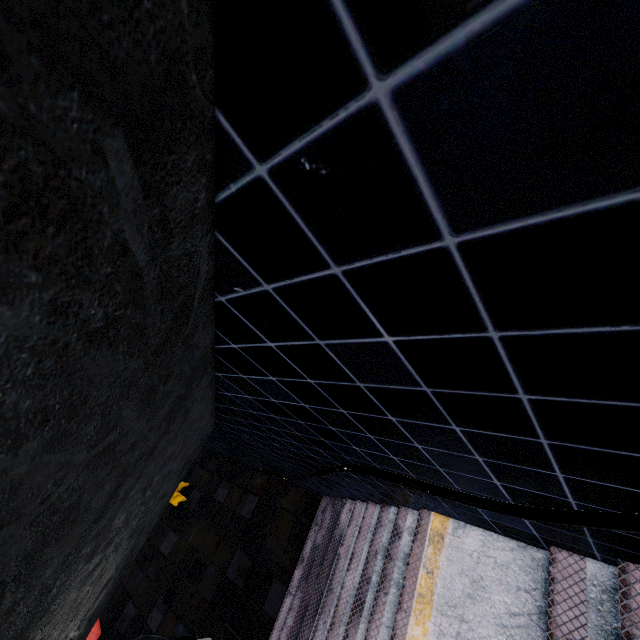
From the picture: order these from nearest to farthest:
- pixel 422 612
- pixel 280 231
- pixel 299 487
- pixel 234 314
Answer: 1. pixel 280 231
2. pixel 234 314
3. pixel 422 612
4. pixel 299 487
